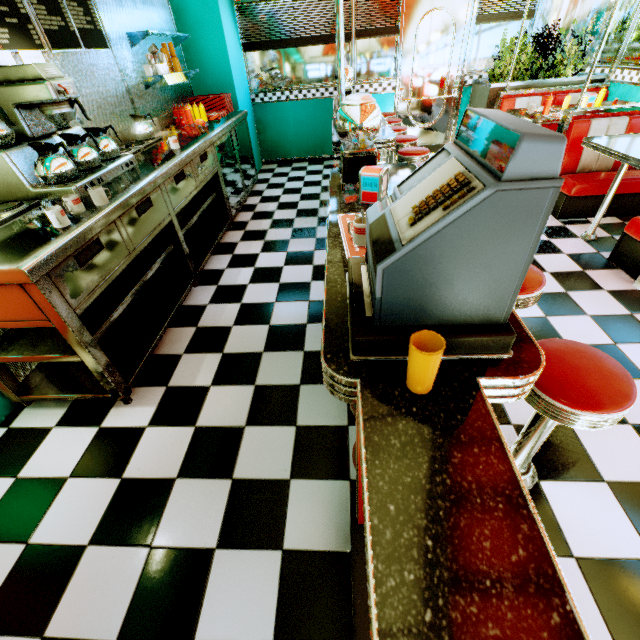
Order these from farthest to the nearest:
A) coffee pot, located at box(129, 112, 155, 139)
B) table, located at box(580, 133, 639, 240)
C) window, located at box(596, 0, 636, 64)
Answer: window, located at box(596, 0, 636, 64) < coffee pot, located at box(129, 112, 155, 139) < table, located at box(580, 133, 639, 240)

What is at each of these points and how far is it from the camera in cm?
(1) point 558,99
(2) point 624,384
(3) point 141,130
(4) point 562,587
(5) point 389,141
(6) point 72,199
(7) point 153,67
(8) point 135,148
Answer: (1) seat, 511
(2) stool, 116
(3) coffee pot, 340
(4) counter, 51
(5) counter, 298
(6) coffee cup, 197
(7) coffee cup, 394
(8) hot plate, 321

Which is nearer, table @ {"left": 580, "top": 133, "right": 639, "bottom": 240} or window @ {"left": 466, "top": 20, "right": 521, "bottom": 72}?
table @ {"left": 580, "top": 133, "right": 639, "bottom": 240}

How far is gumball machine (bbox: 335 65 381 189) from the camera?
1.7 meters

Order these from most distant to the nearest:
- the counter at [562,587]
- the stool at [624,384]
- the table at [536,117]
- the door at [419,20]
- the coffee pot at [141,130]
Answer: the door at [419,20], the table at [536,117], the coffee pot at [141,130], the stool at [624,384], the counter at [562,587]

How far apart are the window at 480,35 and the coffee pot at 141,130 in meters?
5.5 m

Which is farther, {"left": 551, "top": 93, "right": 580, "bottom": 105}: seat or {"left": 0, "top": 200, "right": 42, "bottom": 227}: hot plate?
{"left": 551, "top": 93, "right": 580, "bottom": 105}: seat

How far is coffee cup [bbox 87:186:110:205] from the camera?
2.0m
